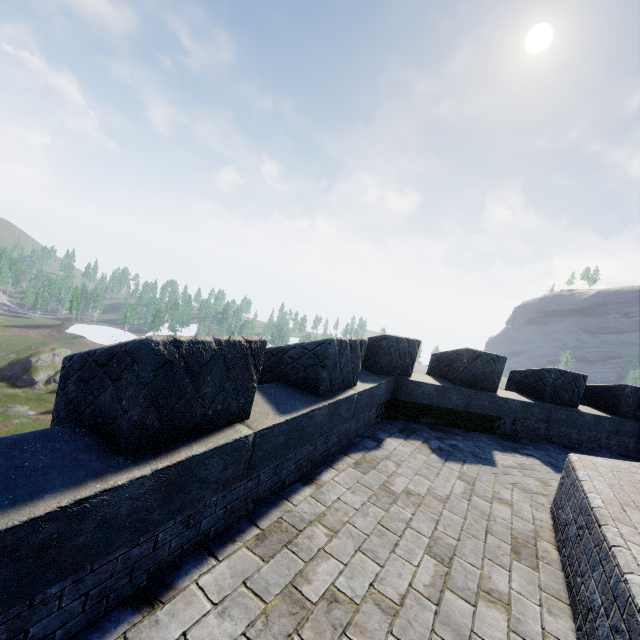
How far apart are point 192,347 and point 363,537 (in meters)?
2.90
